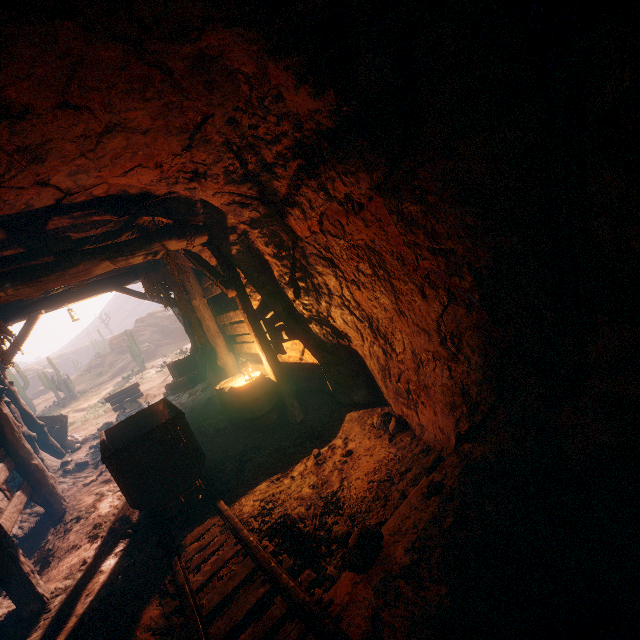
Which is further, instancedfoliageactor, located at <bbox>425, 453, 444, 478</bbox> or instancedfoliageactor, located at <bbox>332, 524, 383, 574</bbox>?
instancedfoliageactor, located at <bbox>425, 453, 444, 478</bbox>

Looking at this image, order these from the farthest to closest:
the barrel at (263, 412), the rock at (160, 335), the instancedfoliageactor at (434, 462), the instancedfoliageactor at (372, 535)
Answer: the rock at (160, 335) → the barrel at (263, 412) → the instancedfoliageactor at (434, 462) → the instancedfoliageactor at (372, 535)

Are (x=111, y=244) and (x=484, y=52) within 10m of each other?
yes

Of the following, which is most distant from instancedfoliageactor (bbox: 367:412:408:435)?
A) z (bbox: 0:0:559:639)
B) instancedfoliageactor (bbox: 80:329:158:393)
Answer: instancedfoliageactor (bbox: 80:329:158:393)

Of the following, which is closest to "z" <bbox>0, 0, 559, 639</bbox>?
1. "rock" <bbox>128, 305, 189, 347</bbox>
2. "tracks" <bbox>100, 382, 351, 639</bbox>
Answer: "tracks" <bbox>100, 382, 351, 639</bbox>

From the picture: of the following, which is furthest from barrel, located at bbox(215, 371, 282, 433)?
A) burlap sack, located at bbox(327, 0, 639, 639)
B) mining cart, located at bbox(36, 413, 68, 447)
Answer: mining cart, located at bbox(36, 413, 68, 447)

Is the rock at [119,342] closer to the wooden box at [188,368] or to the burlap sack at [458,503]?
the wooden box at [188,368]

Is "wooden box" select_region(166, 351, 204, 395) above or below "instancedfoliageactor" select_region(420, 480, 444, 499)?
above
